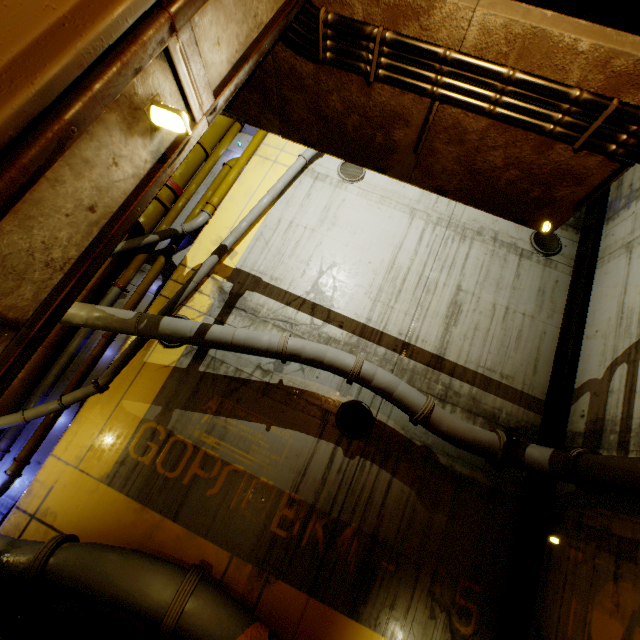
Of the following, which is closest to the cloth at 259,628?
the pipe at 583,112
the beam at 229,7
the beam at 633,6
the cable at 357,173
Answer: the pipe at 583,112

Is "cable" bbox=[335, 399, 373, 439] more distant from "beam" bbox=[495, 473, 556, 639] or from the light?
the light

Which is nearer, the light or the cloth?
the light

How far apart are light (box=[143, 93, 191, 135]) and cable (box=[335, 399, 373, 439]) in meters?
6.2

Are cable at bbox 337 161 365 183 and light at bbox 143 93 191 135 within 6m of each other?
no

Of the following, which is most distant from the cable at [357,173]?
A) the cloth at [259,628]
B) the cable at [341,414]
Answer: the cloth at [259,628]

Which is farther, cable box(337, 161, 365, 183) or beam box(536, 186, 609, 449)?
cable box(337, 161, 365, 183)

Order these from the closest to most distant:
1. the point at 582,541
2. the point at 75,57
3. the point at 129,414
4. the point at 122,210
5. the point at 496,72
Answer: the point at 75,57, the point at 122,210, the point at 496,72, the point at 582,541, the point at 129,414
